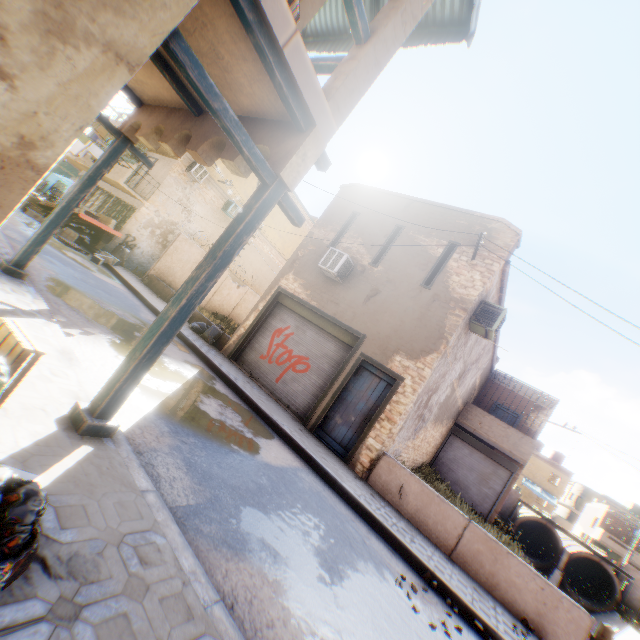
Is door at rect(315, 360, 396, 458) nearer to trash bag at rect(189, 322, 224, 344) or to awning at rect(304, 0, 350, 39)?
Answer: trash bag at rect(189, 322, 224, 344)

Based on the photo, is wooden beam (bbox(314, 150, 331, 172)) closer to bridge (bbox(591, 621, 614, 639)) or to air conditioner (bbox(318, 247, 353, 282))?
air conditioner (bbox(318, 247, 353, 282))

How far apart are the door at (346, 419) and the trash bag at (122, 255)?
12.2m

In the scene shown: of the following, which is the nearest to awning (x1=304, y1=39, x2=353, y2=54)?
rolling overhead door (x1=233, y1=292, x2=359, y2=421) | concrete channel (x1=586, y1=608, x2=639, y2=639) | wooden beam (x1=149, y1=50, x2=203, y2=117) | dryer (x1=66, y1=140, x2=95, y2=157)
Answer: rolling overhead door (x1=233, y1=292, x2=359, y2=421)

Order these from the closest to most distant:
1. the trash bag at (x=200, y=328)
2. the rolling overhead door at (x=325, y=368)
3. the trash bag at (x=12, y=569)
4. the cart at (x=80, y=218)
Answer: the trash bag at (x=12, y=569), the rolling overhead door at (x=325, y=368), the trash bag at (x=200, y=328), the cart at (x=80, y=218)

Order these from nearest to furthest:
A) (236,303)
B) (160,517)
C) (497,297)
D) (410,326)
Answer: (160,517), (410,326), (497,297), (236,303)

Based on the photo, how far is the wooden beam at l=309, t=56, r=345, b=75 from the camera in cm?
397

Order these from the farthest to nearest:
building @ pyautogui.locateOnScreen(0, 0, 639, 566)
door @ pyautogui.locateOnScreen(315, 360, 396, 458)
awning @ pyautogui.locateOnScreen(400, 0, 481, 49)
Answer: door @ pyautogui.locateOnScreen(315, 360, 396, 458), awning @ pyautogui.locateOnScreen(400, 0, 481, 49), building @ pyautogui.locateOnScreen(0, 0, 639, 566)
